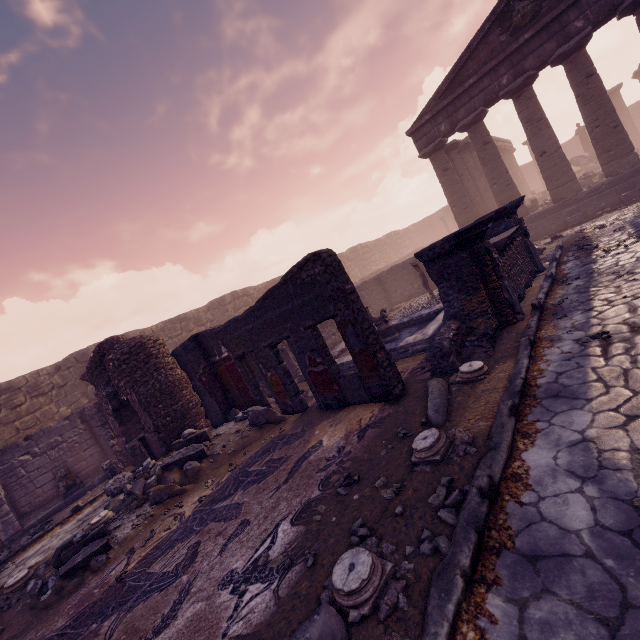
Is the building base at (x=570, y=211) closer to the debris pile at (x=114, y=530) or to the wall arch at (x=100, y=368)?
the debris pile at (x=114, y=530)

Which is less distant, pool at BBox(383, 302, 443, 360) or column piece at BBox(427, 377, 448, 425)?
column piece at BBox(427, 377, 448, 425)

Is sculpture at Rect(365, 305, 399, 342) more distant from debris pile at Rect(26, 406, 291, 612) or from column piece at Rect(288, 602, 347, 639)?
column piece at Rect(288, 602, 347, 639)

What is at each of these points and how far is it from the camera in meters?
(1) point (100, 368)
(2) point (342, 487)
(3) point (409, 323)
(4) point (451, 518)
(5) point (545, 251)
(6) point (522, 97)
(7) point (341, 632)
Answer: (1) wall arch, 9.8 m
(2) stone, 3.9 m
(3) pool, 10.7 m
(4) rocks, 2.8 m
(5) debris pile, 11.3 m
(6) column, 13.8 m
(7) column piece, 2.2 m

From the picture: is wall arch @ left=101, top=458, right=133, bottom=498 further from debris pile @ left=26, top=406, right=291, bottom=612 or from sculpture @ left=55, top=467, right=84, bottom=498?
sculpture @ left=55, top=467, right=84, bottom=498

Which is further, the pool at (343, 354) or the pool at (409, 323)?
the pool at (343, 354)

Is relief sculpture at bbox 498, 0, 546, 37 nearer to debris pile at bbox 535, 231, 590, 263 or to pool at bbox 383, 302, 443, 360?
debris pile at bbox 535, 231, 590, 263

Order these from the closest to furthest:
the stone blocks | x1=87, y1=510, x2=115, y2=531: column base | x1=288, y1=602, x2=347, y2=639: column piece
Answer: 1. x1=288, y1=602, x2=347, y2=639: column piece
2. x1=87, y1=510, x2=115, y2=531: column base
3. the stone blocks
